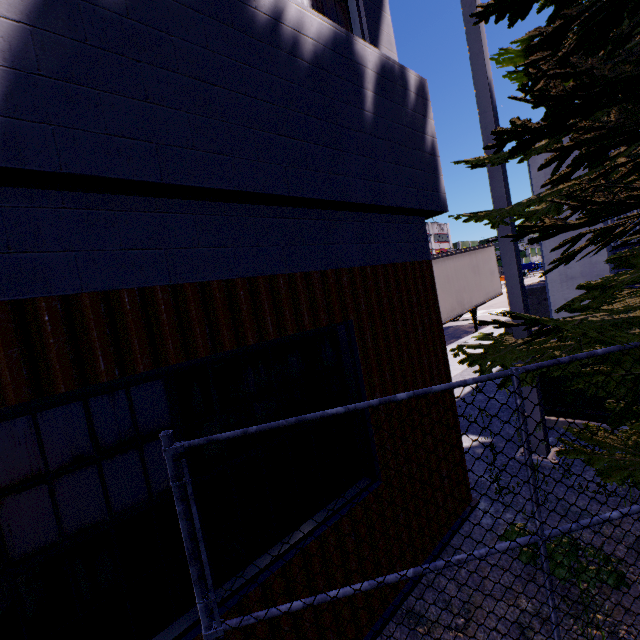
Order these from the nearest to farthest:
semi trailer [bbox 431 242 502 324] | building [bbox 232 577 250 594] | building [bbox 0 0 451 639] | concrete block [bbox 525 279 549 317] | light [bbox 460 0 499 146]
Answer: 1. building [bbox 0 0 451 639]
2. building [bbox 232 577 250 594]
3. light [bbox 460 0 499 146]
4. concrete block [bbox 525 279 549 317]
5. semi trailer [bbox 431 242 502 324]

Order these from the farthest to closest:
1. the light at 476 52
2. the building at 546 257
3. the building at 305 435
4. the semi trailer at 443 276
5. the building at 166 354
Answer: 1. the semi trailer at 443 276
2. the building at 546 257
3. the light at 476 52
4. the building at 305 435
5. the building at 166 354

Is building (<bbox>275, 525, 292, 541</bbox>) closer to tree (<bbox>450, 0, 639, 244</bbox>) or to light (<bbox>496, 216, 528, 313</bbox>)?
tree (<bbox>450, 0, 639, 244</bbox>)

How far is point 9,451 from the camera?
1.46m

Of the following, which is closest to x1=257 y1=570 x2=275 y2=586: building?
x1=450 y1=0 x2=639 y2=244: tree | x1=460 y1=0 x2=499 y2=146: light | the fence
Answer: x1=450 y1=0 x2=639 y2=244: tree

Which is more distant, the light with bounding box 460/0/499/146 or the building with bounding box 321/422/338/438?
the light with bounding box 460/0/499/146

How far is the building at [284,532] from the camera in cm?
Answer: 231
